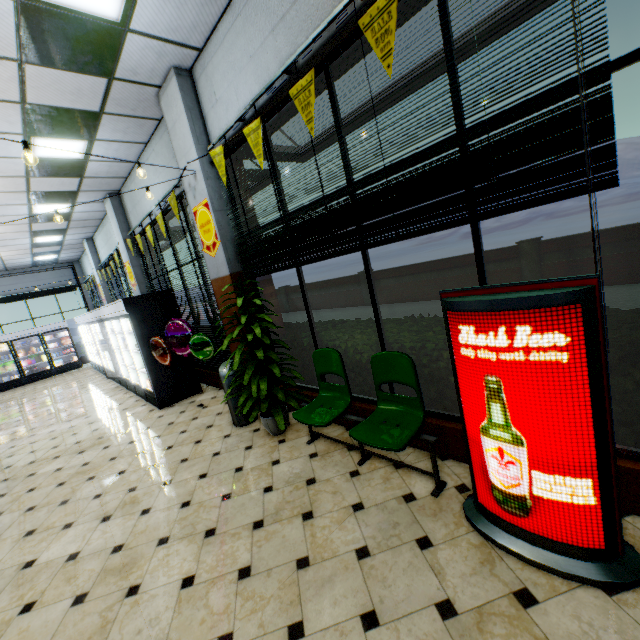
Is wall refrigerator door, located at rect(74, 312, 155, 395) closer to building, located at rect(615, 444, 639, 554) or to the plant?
building, located at rect(615, 444, 639, 554)

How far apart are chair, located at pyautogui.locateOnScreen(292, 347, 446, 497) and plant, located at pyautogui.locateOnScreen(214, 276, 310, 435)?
0.6 meters

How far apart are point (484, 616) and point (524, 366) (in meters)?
1.39

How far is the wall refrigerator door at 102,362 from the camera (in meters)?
6.46

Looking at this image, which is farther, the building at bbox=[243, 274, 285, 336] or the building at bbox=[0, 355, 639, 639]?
the building at bbox=[243, 274, 285, 336]

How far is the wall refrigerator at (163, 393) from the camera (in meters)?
6.21
